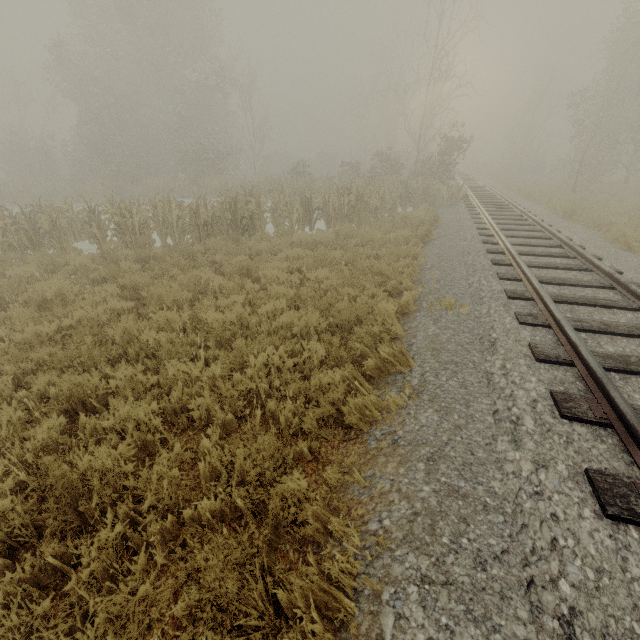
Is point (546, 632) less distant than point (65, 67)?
Yes
